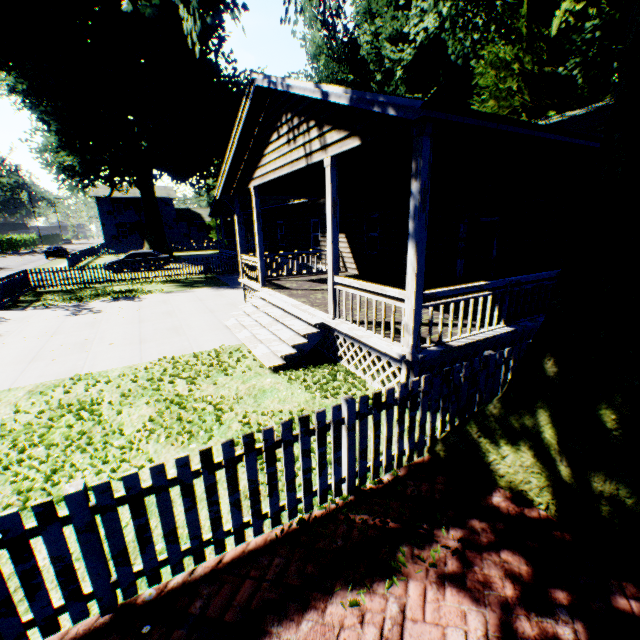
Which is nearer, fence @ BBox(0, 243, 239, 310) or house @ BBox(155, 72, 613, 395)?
house @ BBox(155, 72, 613, 395)

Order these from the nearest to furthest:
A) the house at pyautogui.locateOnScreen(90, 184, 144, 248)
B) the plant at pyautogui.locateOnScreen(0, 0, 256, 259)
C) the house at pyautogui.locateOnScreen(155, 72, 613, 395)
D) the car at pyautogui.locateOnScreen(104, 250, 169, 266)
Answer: the house at pyautogui.locateOnScreen(155, 72, 613, 395), the plant at pyautogui.locateOnScreen(0, 0, 256, 259), the car at pyautogui.locateOnScreen(104, 250, 169, 266), the house at pyautogui.locateOnScreen(90, 184, 144, 248)

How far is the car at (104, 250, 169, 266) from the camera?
25.28m

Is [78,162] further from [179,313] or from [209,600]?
[209,600]

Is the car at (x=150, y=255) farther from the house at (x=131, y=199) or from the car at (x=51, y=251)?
the house at (x=131, y=199)

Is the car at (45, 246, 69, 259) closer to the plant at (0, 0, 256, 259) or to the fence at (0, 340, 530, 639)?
the fence at (0, 340, 530, 639)

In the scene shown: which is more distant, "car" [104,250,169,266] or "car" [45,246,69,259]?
"car" [45,246,69,259]

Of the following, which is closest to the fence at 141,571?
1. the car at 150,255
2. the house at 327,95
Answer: the house at 327,95
